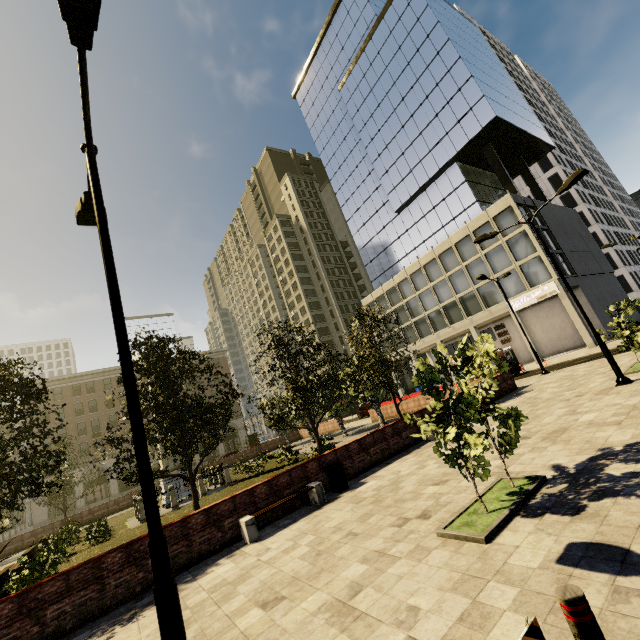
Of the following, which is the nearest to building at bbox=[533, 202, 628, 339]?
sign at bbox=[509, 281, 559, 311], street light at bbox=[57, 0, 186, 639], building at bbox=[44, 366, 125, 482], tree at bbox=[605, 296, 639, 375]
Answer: sign at bbox=[509, 281, 559, 311]

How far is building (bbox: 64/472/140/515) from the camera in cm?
4438

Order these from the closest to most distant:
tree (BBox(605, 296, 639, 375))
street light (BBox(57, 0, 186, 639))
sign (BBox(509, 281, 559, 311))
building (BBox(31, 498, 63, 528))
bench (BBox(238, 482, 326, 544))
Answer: street light (BBox(57, 0, 186, 639)) → bench (BBox(238, 482, 326, 544)) → tree (BBox(605, 296, 639, 375)) → sign (BBox(509, 281, 559, 311)) → building (BBox(31, 498, 63, 528))

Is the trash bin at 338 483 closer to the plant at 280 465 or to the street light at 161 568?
the plant at 280 465

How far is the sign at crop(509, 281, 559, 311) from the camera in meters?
30.9

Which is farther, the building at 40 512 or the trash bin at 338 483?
the building at 40 512

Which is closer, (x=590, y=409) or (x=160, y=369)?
(x=590, y=409)
